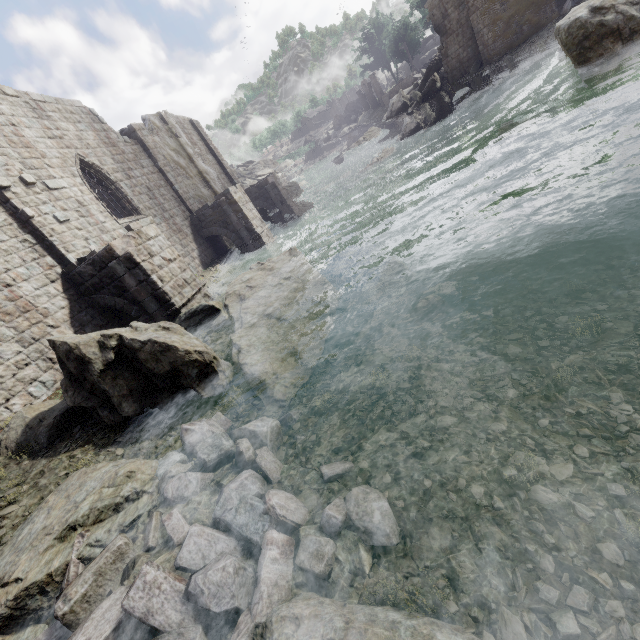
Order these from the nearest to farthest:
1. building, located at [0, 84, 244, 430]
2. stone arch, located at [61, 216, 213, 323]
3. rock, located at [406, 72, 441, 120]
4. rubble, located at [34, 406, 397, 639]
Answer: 1. rubble, located at [34, 406, 397, 639]
2. building, located at [0, 84, 244, 430]
3. stone arch, located at [61, 216, 213, 323]
4. rock, located at [406, 72, 441, 120]

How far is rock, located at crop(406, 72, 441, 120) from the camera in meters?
31.7

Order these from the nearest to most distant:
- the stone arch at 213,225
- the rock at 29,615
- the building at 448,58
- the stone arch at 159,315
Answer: the rock at 29,615, the stone arch at 159,315, the stone arch at 213,225, the building at 448,58

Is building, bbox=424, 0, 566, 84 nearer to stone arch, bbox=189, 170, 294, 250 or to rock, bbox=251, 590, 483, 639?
stone arch, bbox=189, 170, 294, 250

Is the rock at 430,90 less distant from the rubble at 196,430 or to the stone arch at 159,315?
the stone arch at 159,315

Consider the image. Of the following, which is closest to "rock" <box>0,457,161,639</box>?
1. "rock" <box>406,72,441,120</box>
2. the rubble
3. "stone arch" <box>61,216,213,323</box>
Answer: the rubble

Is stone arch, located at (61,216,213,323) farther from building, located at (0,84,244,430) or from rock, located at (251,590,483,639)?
rock, located at (251,590,483,639)

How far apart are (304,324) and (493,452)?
4.86m
